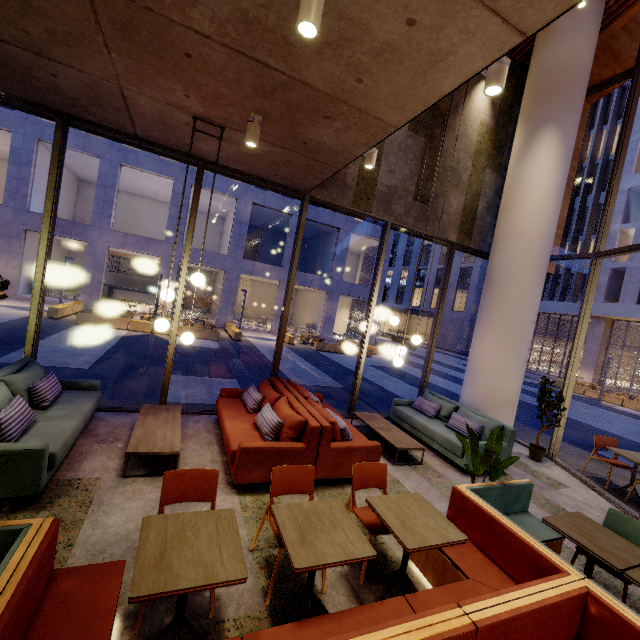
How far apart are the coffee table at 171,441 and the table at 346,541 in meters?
2.1 m

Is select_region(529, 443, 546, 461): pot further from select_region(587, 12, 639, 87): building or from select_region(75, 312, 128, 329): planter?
select_region(75, 312, 128, 329): planter

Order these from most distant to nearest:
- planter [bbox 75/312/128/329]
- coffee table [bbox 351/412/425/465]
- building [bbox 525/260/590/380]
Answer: building [bbox 525/260/590/380] → planter [bbox 75/312/128/329] → coffee table [bbox 351/412/425/465]

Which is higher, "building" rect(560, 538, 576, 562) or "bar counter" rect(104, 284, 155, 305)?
"bar counter" rect(104, 284, 155, 305)

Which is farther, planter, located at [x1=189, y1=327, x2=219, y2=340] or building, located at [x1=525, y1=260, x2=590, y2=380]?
building, located at [x1=525, y1=260, x2=590, y2=380]

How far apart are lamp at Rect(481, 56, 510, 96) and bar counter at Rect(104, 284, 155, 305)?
27.3 meters

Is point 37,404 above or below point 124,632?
above

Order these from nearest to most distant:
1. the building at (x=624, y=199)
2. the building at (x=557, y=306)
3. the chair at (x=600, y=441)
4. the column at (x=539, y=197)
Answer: the chair at (x=600, y=441) < the column at (x=539, y=197) < the building at (x=624, y=199) < the building at (x=557, y=306)
